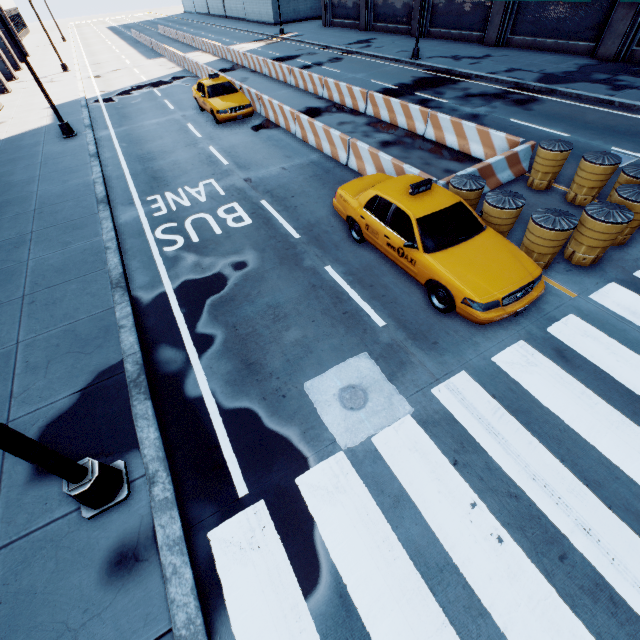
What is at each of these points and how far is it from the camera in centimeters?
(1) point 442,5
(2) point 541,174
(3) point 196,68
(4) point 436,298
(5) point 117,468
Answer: (1) building, 2536cm
(2) traffic cone, 911cm
(3) concrete barrier, 2397cm
(4) vehicle, 647cm
(5) light, 459cm

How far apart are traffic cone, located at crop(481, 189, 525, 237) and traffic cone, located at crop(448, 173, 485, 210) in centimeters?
27cm

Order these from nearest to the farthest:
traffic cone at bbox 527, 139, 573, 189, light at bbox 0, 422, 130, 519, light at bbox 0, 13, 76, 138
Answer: light at bbox 0, 422, 130, 519
traffic cone at bbox 527, 139, 573, 189
light at bbox 0, 13, 76, 138

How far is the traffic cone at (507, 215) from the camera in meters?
6.9

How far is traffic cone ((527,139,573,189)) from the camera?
8.59m

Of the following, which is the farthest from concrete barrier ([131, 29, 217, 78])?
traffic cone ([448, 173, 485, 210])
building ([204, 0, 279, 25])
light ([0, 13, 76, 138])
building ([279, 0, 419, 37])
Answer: building ([279, 0, 419, 37])

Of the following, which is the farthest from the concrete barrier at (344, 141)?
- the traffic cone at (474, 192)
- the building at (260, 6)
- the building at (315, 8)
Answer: the building at (315, 8)

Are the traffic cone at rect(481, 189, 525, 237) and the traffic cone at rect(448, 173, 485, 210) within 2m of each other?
yes
